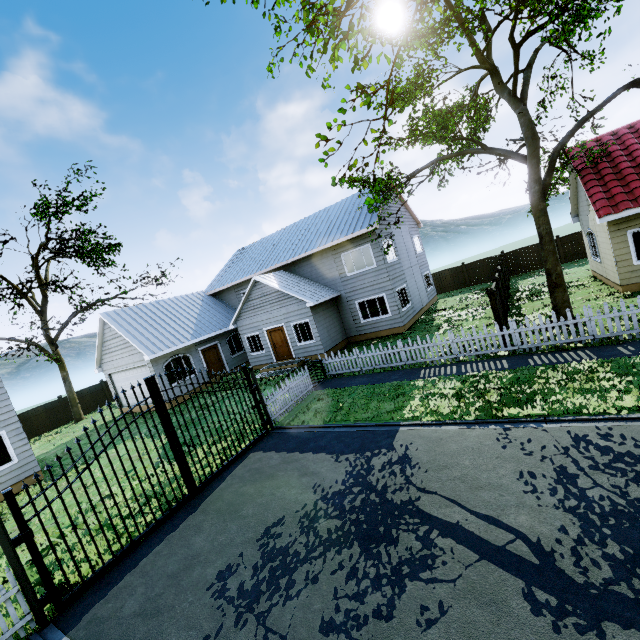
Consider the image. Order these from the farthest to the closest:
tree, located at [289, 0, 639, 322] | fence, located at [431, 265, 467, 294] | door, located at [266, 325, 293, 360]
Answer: fence, located at [431, 265, 467, 294] < door, located at [266, 325, 293, 360] < tree, located at [289, 0, 639, 322]

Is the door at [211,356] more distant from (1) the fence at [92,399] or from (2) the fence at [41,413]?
(2) the fence at [41,413]

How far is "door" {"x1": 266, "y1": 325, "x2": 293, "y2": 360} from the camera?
19.5m

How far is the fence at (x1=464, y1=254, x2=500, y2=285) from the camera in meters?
26.9 m

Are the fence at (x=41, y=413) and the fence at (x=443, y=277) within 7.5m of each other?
no

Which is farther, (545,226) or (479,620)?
(545,226)

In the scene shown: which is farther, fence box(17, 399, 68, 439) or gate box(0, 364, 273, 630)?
fence box(17, 399, 68, 439)

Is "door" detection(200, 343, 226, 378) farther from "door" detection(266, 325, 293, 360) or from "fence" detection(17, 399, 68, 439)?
"fence" detection(17, 399, 68, 439)
